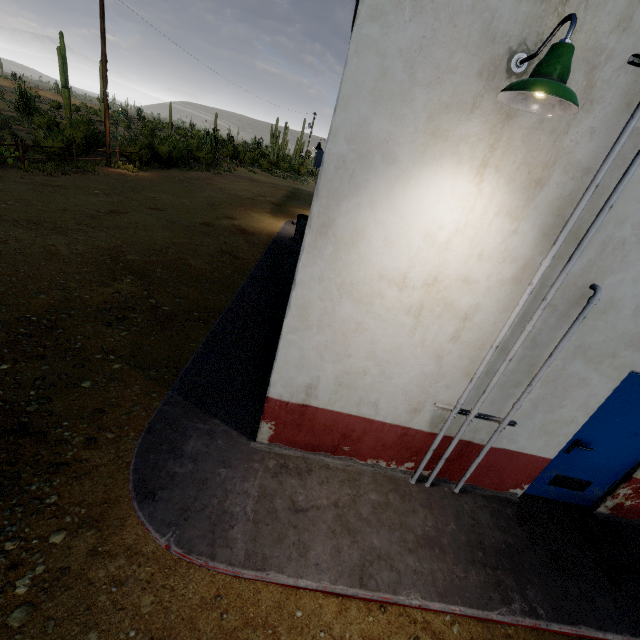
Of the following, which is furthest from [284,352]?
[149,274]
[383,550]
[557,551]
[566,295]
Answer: [149,274]

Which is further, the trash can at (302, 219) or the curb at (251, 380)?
the trash can at (302, 219)

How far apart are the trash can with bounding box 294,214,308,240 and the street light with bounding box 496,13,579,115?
10.7m

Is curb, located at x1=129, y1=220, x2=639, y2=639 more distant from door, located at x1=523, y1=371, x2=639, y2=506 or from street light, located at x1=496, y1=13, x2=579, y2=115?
street light, located at x1=496, y1=13, x2=579, y2=115

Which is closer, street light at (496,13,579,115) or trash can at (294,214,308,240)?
street light at (496,13,579,115)

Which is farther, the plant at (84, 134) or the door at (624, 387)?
the plant at (84, 134)

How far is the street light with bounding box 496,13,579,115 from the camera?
1.73m

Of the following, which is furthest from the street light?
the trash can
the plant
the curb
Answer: the plant
